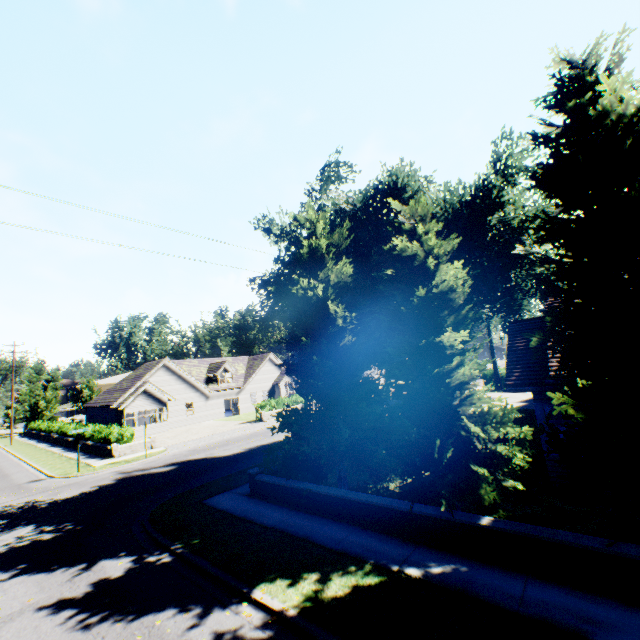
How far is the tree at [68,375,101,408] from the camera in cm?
5216

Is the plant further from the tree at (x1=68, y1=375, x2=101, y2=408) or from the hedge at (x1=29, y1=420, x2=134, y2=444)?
the hedge at (x1=29, y1=420, x2=134, y2=444)

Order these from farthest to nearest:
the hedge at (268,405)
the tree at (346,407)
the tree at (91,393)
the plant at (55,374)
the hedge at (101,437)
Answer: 1. the plant at (55,374)
2. the tree at (91,393)
3. the hedge at (268,405)
4. the hedge at (101,437)
5. the tree at (346,407)

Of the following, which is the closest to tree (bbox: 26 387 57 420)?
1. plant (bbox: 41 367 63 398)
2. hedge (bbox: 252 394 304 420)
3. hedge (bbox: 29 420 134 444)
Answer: plant (bbox: 41 367 63 398)

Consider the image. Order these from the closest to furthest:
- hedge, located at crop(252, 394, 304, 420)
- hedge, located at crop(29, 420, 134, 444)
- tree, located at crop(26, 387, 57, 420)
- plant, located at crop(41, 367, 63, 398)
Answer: hedge, located at crop(29, 420, 134, 444) < hedge, located at crop(252, 394, 304, 420) < tree, located at crop(26, 387, 57, 420) < plant, located at crop(41, 367, 63, 398)

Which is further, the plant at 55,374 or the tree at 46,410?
the plant at 55,374

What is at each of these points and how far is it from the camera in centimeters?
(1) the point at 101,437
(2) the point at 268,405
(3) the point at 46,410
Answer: (1) hedge, 2588cm
(2) hedge, 3350cm
(3) tree, 4891cm

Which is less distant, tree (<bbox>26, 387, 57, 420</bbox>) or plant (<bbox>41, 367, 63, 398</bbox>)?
tree (<bbox>26, 387, 57, 420</bbox>)
